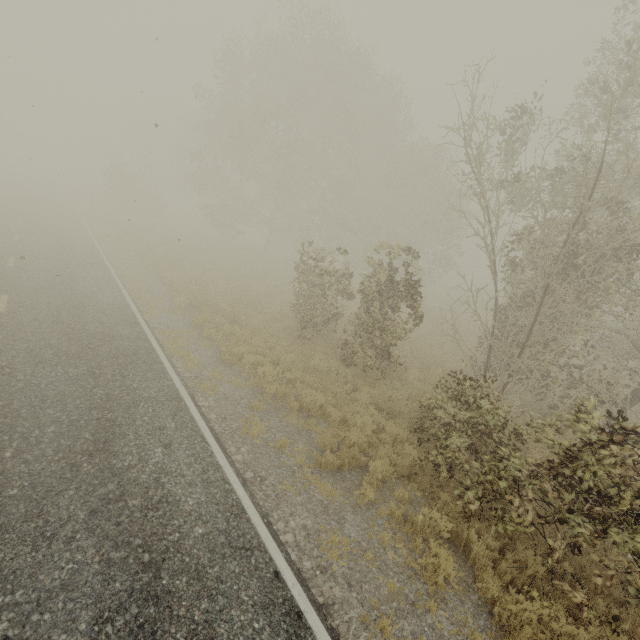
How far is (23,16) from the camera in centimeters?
1928cm
